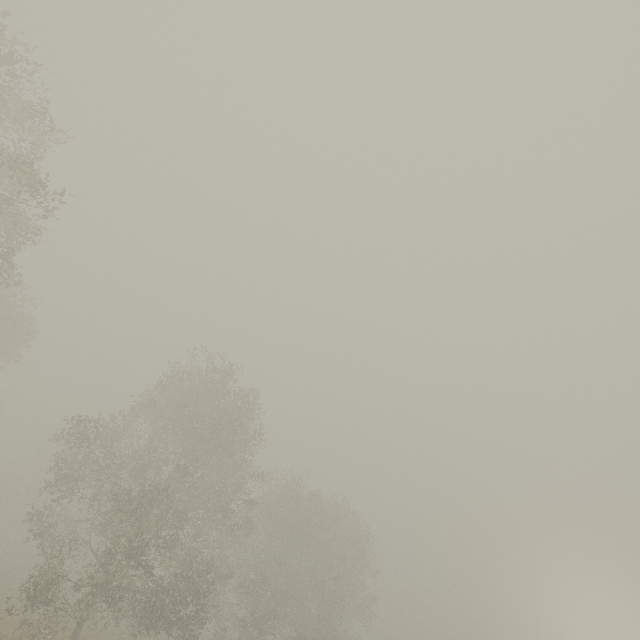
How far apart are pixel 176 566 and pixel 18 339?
21.7 meters
